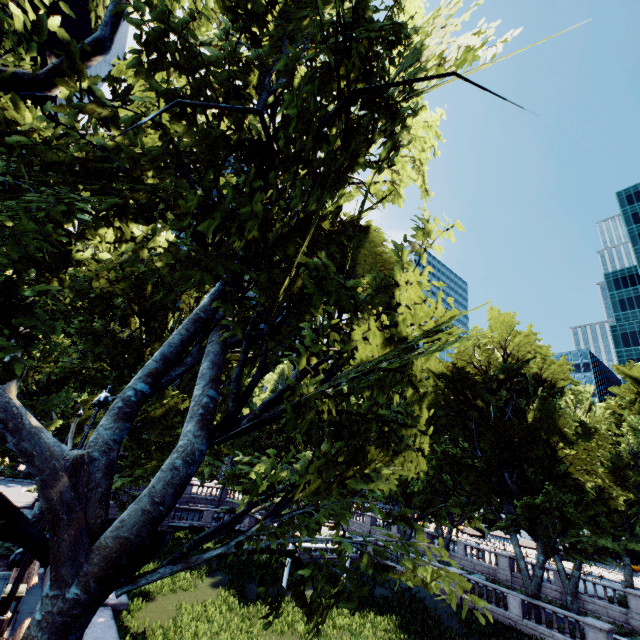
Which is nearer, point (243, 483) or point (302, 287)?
point (302, 287)

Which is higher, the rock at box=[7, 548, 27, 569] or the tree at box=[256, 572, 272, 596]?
the tree at box=[256, 572, 272, 596]

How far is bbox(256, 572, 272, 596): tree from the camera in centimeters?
540cm

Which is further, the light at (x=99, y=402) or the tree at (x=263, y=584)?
the light at (x=99, y=402)

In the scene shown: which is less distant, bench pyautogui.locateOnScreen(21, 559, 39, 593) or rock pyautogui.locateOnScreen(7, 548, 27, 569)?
bench pyautogui.locateOnScreen(21, 559, 39, 593)

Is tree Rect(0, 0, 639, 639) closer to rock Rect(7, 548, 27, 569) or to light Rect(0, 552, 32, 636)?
rock Rect(7, 548, 27, 569)

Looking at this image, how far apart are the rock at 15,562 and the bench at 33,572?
1.2m

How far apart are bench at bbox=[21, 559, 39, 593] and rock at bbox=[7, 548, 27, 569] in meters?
1.2
